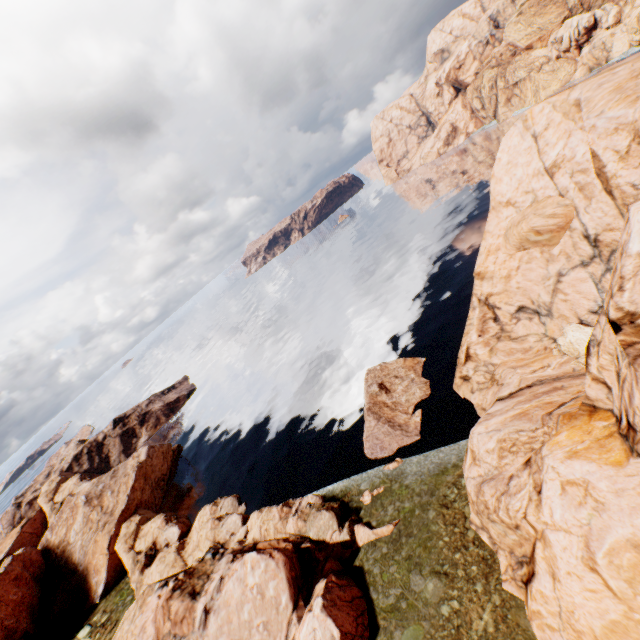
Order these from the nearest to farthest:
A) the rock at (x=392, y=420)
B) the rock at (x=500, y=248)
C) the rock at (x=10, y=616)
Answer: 1. the rock at (x=500, y=248)
2. the rock at (x=10, y=616)
3. the rock at (x=392, y=420)

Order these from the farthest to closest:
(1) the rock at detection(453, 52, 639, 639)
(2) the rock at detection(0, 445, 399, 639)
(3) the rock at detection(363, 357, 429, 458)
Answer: (3) the rock at detection(363, 357, 429, 458)
(2) the rock at detection(0, 445, 399, 639)
(1) the rock at detection(453, 52, 639, 639)

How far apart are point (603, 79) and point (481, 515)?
26.6 meters

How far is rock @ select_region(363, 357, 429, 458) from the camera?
33.78m

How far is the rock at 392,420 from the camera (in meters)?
33.78

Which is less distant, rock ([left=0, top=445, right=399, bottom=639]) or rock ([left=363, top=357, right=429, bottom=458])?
rock ([left=0, top=445, right=399, bottom=639])

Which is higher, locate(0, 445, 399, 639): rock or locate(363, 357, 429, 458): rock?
locate(0, 445, 399, 639): rock
